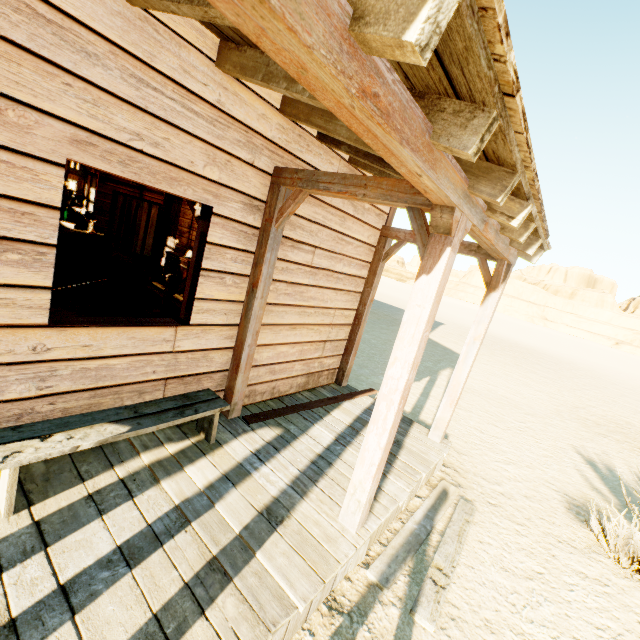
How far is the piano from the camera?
5.5m

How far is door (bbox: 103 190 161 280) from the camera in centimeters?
881cm

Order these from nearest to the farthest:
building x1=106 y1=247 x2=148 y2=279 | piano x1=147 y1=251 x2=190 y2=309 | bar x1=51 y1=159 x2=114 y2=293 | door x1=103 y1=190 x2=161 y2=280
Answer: piano x1=147 y1=251 x2=190 y2=309 < bar x1=51 y1=159 x2=114 y2=293 < door x1=103 y1=190 x2=161 y2=280 < building x1=106 y1=247 x2=148 y2=279

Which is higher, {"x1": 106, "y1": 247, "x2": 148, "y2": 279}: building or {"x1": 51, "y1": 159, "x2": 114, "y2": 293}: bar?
{"x1": 51, "y1": 159, "x2": 114, "y2": 293}: bar

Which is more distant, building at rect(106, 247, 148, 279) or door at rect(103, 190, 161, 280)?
building at rect(106, 247, 148, 279)

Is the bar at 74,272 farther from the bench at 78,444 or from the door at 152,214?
the bench at 78,444

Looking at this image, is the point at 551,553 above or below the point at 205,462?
below

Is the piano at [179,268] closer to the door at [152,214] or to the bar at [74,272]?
the bar at [74,272]
